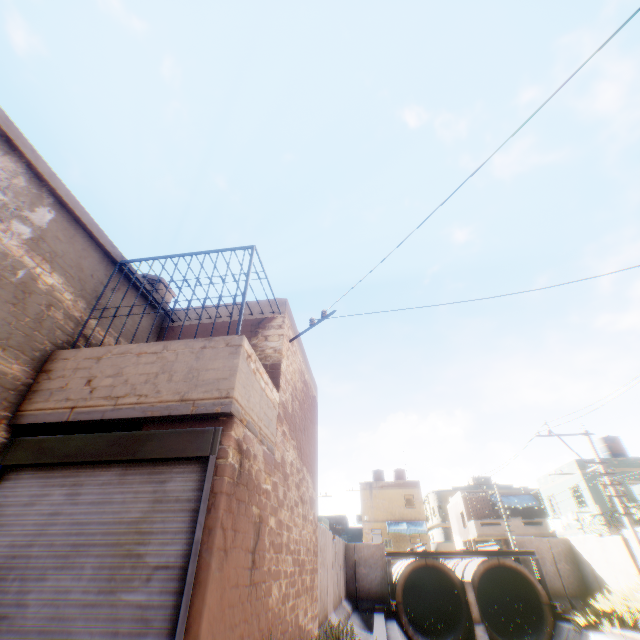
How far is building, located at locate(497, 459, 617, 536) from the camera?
21.69m

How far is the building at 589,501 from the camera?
21.7m

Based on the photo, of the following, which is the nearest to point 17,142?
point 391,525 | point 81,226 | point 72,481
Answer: point 81,226

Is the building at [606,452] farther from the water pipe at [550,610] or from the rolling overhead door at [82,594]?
the rolling overhead door at [82,594]

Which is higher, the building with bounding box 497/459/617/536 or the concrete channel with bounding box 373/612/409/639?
the building with bounding box 497/459/617/536

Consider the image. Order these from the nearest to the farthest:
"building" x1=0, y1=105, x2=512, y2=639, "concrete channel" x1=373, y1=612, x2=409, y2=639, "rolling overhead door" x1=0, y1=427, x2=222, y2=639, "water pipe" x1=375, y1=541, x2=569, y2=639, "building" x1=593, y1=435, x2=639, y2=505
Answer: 1. "rolling overhead door" x1=0, y1=427, x2=222, y2=639
2. "building" x1=0, y1=105, x2=512, y2=639
3. "concrete channel" x1=373, y1=612, x2=409, y2=639
4. "water pipe" x1=375, y1=541, x2=569, y2=639
5. "building" x1=593, y1=435, x2=639, y2=505

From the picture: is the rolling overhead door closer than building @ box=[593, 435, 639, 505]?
Yes

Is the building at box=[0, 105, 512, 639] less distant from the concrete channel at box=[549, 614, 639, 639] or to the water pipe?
the concrete channel at box=[549, 614, 639, 639]
